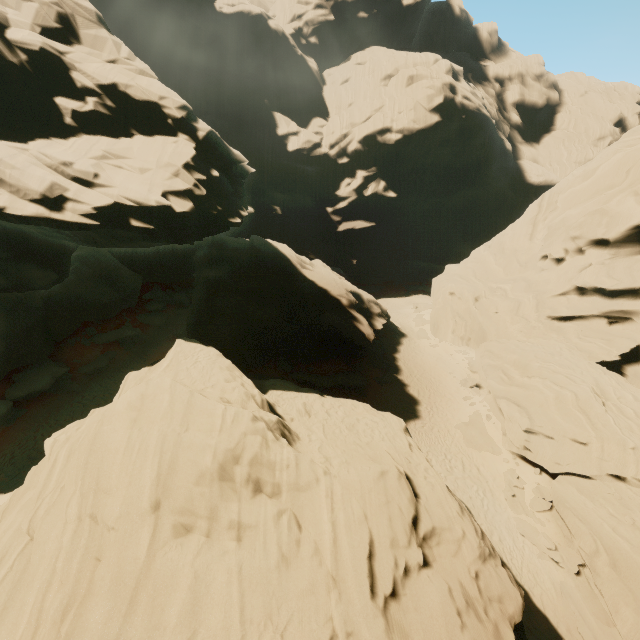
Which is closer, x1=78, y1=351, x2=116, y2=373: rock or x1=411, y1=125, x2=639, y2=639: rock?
x1=411, y1=125, x2=639, y2=639: rock

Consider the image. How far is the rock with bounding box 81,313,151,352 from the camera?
27.9m

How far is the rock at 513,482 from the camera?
18.2 meters

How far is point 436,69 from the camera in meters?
56.2

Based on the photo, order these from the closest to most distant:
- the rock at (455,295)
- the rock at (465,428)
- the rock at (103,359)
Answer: the rock at (455,295) < the rock at (465,428) < the rock at (103,359)

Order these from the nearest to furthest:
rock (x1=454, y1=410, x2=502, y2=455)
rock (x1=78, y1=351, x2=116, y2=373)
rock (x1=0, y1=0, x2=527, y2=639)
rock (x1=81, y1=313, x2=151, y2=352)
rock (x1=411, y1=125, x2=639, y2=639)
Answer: rock (x1=0, y1=0, x2=527, y2=639)
rock (x1=411, y1=125, x2=639, y2=639)
rock (x1=454, y1=410, x2=502, y2=455)
rock (x1=78, y1=351, x2=116, y2=373)
rock (x1=81, y1=313, x2=151, y2=352)
